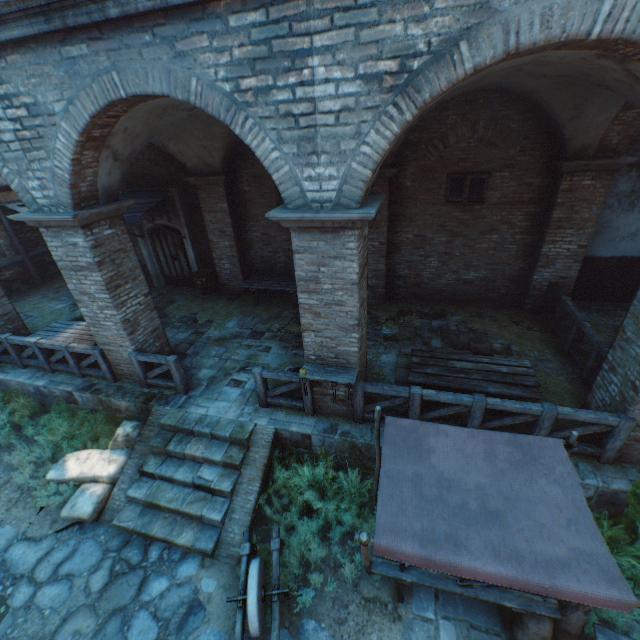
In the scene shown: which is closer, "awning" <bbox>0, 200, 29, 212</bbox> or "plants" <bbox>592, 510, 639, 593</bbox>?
"plants" <bbox>592, 510, 639, 593</bbox>

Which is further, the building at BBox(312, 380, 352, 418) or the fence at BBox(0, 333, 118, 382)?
the fence at BBox(0, 333, 118, 382)

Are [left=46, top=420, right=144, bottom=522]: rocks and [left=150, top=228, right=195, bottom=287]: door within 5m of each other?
no

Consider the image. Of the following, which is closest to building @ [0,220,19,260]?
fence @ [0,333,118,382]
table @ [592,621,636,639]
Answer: fence @ [0,333,118,382]

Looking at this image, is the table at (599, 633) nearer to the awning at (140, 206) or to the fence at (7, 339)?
the fence at (7, 339)

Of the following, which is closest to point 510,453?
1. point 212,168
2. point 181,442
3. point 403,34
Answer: point 403,34

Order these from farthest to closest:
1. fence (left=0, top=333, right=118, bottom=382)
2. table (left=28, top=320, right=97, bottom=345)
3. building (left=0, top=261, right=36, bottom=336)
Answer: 1. building (left=0, top=261, right=36, bottom=336)
2. table (left=28, top=320, right=97, bottom=345)
3. fence (left=0, top=333, right=118, bottom=382)

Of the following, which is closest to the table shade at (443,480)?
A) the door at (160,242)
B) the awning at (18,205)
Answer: the door at (160,242)
